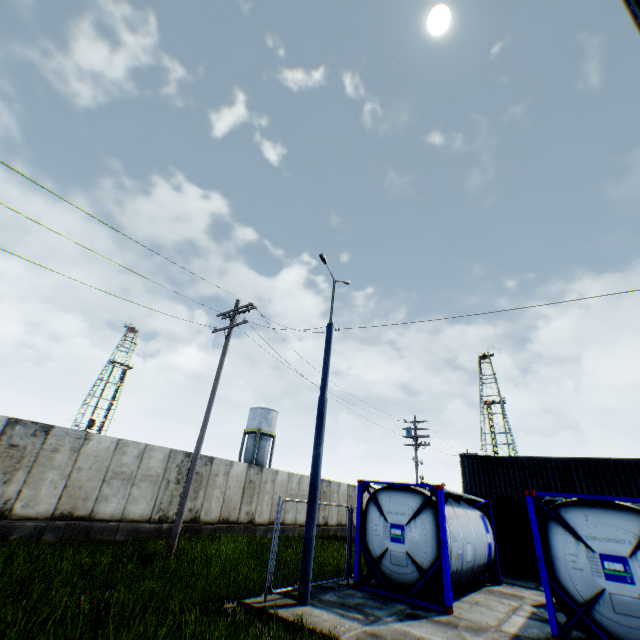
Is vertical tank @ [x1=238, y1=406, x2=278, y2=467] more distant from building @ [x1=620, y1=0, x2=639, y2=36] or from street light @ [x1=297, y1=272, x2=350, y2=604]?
building @ [x1=620, y1=0, x2=639, y2=36]

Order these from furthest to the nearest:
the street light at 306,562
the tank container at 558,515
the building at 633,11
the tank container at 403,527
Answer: the tank container at 403,527 < the street light at 306,562 < the tank container at 558,515 < the building at 633,11

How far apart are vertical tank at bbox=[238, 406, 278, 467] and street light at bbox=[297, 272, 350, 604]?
34.5 meters

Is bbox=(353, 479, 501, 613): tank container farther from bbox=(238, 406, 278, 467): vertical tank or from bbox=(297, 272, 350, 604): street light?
bbox=(238, 406, 278, 467): vertical tank

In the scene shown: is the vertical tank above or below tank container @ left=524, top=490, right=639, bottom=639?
above

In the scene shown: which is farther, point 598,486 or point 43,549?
point 598,486

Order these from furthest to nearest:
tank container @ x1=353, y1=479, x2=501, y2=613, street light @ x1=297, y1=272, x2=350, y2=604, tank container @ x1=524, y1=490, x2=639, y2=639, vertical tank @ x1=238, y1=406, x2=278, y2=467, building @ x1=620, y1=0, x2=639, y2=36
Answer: vertical tank @ x1=238, y1=406, x2=278, y2=467 < tank container @ x1=353, y1=479, x2=501, y2=613 < street light @ x1=297, y1=272, x2=350, y2=604 < tank container @ x1=524, y1=490, x2=639, y2=639 < building @ x1=620, y1=0, x2=639, y2=36

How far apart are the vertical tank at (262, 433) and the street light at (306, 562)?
34.54m
